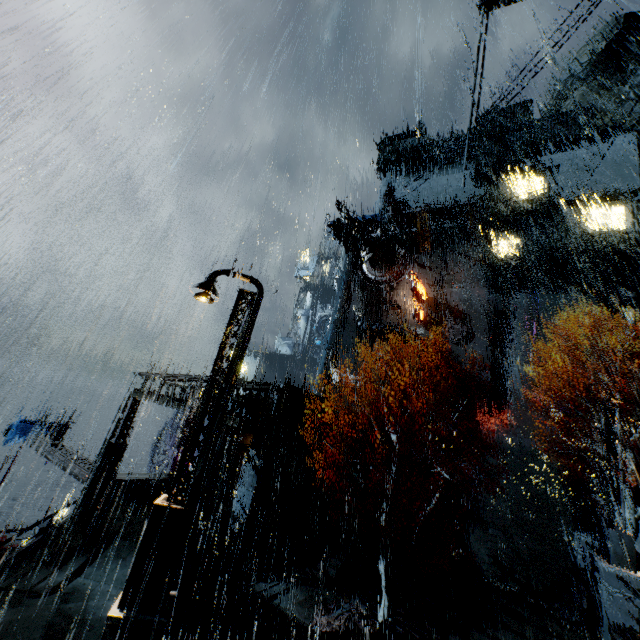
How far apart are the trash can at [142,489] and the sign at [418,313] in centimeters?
3085cm

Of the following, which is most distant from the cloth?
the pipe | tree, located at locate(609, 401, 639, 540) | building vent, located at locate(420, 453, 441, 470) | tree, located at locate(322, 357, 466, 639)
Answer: the pipe

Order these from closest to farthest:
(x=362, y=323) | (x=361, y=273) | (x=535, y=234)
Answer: (x=535, y=234)
(x=362, y=323)
(x=361, y=273)

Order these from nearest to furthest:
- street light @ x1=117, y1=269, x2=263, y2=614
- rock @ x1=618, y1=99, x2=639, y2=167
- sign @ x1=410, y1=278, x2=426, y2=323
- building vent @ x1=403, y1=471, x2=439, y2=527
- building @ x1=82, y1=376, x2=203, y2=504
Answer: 1. street light @ x1=117, y1=269, x2=263, y2=614
2. building @ x1=82, y1=376, x2=203, y2=504
3. building vent @ x1=403, y1=471, x2=439, y2=527
4. sign @ x1=410, y1=278, x2=426, y2=323
5. rock @ x1=618, y1=99, x2=639, y2=167

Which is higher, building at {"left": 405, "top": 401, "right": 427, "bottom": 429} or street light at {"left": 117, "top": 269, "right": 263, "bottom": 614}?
building at {"left": 405, "top": 401, "right": 427, "bottom": 429}

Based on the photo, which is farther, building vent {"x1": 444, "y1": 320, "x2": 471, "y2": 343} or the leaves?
building vent {"x1": 444, "y1": 320, "x2": 471, "y2": 343}

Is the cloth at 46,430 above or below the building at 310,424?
below

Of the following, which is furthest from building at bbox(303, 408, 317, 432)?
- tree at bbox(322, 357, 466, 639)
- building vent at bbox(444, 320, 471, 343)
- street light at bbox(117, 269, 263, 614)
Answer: tree at bbox(322, 357, 466, 639)
